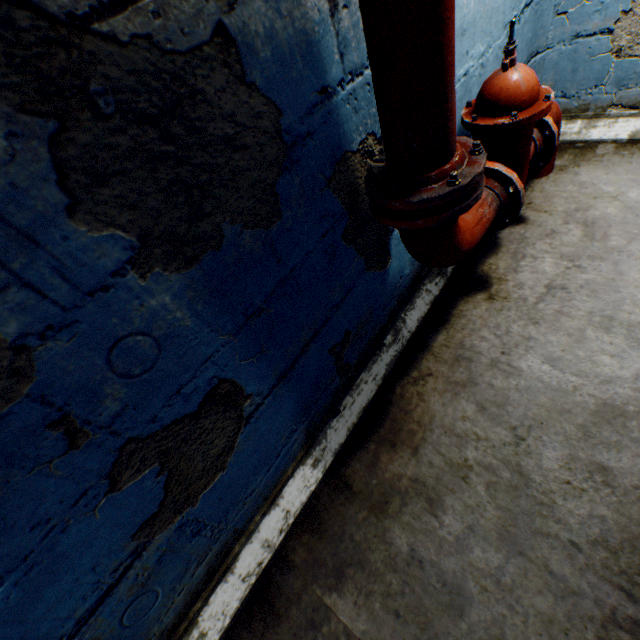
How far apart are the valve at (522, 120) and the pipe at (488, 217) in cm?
8

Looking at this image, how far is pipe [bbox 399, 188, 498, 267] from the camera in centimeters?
117cm

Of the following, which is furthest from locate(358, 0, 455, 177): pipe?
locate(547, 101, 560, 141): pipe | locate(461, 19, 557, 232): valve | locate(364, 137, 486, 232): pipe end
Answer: locate(547, 101, 560, 141): pipe

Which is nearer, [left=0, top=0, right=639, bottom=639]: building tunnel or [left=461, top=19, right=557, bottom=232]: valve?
[left=0, top=0, right=639, bottom=639]: building tunnel

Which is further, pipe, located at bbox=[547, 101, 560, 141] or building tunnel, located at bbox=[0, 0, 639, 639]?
pipe, located at bbox=[547, 101, 560, 141]

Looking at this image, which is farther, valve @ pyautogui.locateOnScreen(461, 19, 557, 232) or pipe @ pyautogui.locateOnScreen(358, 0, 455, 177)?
valve @ pyautogui.locateOnScreen(461, 19, 557, 232)

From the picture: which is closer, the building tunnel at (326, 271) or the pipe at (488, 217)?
the building tunnel at (326, 271)

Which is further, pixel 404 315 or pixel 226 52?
pixel 404 315
